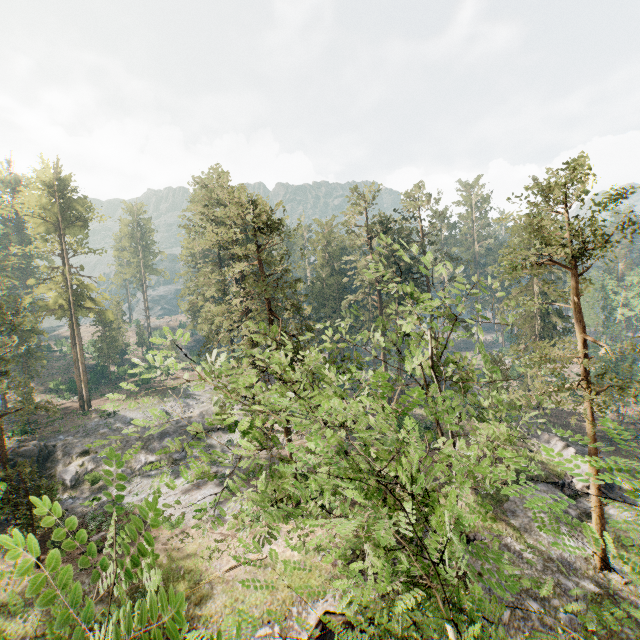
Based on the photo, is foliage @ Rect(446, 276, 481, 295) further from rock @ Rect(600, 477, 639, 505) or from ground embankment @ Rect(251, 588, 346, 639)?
ground embankment @ Rect(251, 588, 346, 639)

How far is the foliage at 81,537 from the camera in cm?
217

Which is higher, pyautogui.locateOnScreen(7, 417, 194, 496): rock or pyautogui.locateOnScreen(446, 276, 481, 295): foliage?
pyautogui.locateOnScreen(446, 276, 481, 295): foliage

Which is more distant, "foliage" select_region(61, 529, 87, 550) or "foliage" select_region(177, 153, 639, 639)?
"foliage" select_region(177, 153, 639, 639)

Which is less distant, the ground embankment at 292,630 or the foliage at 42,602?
the foliage at 42,602

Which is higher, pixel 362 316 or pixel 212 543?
pixel 362 316

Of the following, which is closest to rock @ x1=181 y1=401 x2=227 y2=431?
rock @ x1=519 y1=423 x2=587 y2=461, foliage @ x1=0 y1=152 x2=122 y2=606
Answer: foliage @ x1=0 y1=152 x2=122 y2=606

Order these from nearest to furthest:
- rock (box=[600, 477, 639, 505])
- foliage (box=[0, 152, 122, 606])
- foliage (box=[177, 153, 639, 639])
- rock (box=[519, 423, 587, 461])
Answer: foliage (box=[0, 152, 122, 606])
foliage (box=[177, 153, 639, 639])
rock (box=[600, 477, 639, 505])
rock (box=[519, 423, 587, 461])
